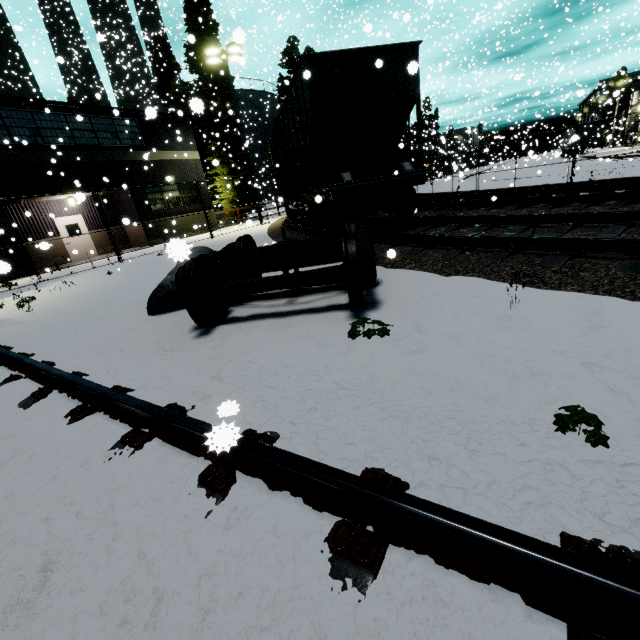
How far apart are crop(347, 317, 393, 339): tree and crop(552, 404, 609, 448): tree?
1.6 meters

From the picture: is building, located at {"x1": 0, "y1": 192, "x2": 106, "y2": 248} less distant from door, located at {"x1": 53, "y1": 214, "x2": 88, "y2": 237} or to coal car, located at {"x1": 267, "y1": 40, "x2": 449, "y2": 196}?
door, located at {"x1": 53, "y1": 214, "x2": 88, "y2": 237}

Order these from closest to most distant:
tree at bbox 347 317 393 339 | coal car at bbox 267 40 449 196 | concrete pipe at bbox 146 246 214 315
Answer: tree at bbox 347 317 393 339 < concrete pipe at bbox 146 246 214 315 < coal car at bbox 267 40 449 196

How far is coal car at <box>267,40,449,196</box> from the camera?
7.7 meters

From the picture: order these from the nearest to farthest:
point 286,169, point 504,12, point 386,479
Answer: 1. point 386,479
2. point 286,169
3. point 504,12

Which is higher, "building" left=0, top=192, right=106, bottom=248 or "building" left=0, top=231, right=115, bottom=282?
"building" left=0, top=192, right=106, bottom=248

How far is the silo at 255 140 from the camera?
36.4m

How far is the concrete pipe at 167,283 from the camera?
5.5m
